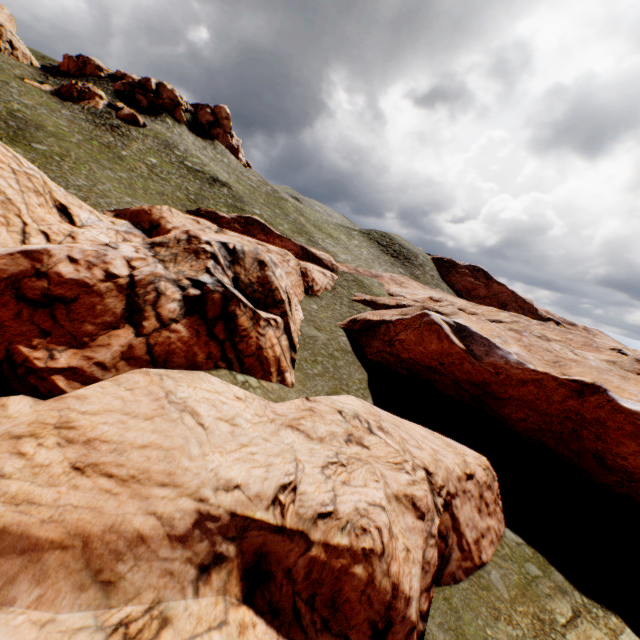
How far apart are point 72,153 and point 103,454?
34.5 meters

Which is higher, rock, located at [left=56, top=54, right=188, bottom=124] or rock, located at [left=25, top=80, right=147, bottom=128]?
rock, located at [left=56, top=54, right=188, bottom=124]

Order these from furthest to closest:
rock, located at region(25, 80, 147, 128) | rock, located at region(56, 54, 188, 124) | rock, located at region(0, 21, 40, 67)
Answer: rock, located at region(56, 54, 188, 124) < rock, located at region(0, 21, 40, 67) < rock, located at region(25, 80, 147, 128)

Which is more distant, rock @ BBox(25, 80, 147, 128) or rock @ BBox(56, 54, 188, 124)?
rock @ BBox(56, 54, 188, 124)

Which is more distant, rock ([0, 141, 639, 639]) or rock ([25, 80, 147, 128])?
rock ([25, 80, 147, 128])

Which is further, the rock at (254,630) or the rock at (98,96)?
the rock at (98,96)

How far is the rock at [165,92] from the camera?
51.97m

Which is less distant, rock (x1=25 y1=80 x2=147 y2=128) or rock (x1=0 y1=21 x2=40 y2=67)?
rock (x1=25 y1=80 x2=147 y2=128)
